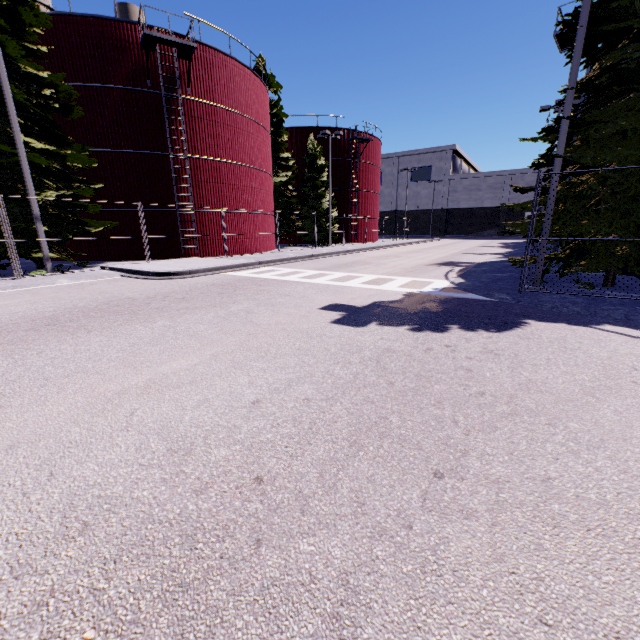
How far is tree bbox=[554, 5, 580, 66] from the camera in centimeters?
807cm

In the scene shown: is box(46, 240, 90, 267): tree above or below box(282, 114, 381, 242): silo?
below

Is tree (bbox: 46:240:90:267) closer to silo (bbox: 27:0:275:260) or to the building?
silo (bbox: 27:0:275:260)

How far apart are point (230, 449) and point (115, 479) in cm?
90

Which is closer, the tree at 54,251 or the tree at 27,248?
the tree at 27,248

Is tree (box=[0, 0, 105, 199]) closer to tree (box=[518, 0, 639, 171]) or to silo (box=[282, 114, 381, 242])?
tree (box=[518, 0, 639, 171])

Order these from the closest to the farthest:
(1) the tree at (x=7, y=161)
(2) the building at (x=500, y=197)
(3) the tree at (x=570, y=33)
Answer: (3) the tree at (x=570, y=33) → (1) the tree at (x=7, y=161) → (2) the building at (x=500, y=197)

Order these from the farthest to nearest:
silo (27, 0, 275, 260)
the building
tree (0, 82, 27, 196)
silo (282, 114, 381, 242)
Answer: the building → silo (282, 114, 381, 242) → silo (27, 0, 275, 260) → tree (0, 82, 27, 196)
